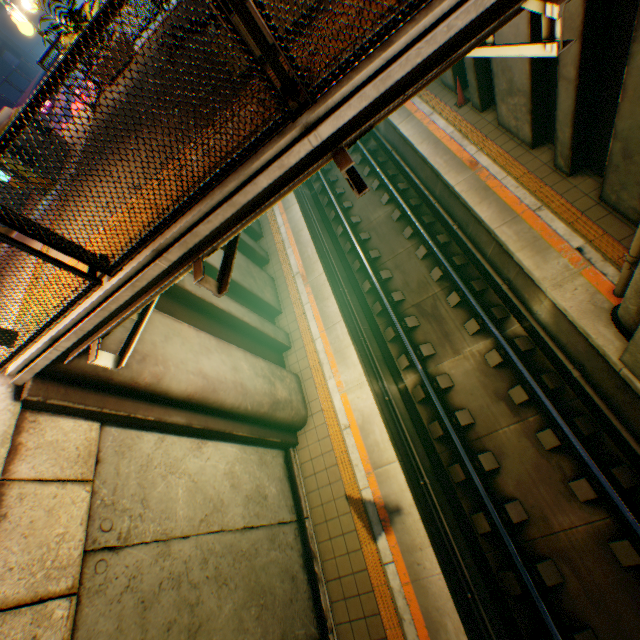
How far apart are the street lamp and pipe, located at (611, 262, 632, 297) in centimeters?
1143cm

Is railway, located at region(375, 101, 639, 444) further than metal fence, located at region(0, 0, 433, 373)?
Yes

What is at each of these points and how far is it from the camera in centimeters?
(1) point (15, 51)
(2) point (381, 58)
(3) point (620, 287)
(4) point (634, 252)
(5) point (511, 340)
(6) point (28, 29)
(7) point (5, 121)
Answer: (1) overpass support, 4056cm
(2) bridge, 241cm
(3) pipe, 584cm
(4) pipe, 496cm
(5) railway, 791cm
(6) street lamp, 741cm
(7) ticket machine, 684cm

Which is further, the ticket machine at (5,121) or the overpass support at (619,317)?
the ticket machine at (5,121)

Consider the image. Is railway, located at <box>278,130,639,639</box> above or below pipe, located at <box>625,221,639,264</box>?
below

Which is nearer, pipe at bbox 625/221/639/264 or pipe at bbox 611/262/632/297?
pipe at bbox 625/221/639/264

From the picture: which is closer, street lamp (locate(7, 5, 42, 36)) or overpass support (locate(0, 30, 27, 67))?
street lamp (locate(7, 5, 42, 36))

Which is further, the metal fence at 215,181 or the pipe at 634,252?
the pipe at 634,252
